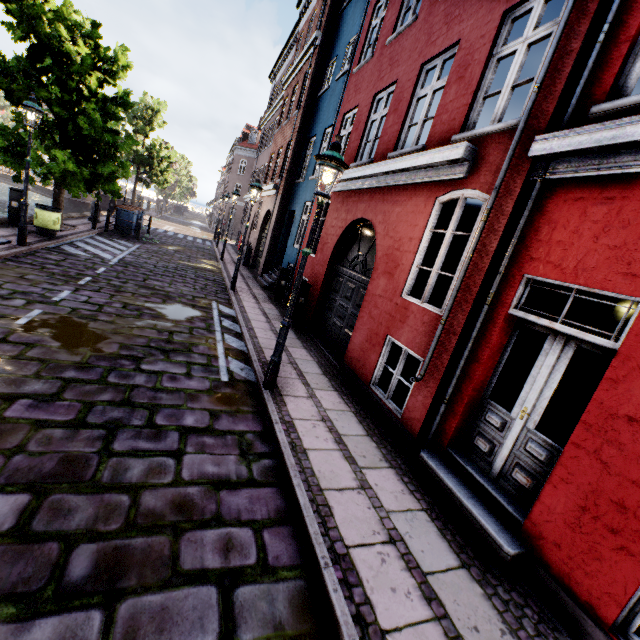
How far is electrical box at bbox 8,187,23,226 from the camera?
10.9m

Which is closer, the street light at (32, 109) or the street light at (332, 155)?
the street light at (332, 155)

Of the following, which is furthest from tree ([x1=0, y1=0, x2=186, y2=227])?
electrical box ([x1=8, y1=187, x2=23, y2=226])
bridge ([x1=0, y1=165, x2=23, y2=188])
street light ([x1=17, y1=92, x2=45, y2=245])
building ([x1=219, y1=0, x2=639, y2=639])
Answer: building ([x1=219, y1=0, x2=639, y2=639])

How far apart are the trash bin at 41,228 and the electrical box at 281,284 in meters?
7.7

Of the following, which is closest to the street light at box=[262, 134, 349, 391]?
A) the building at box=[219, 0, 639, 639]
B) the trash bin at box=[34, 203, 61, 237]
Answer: the building at box=[219, 0, 639, 639]

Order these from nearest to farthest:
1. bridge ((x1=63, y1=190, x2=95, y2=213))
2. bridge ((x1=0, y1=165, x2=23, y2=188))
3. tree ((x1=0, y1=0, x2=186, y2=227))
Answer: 1. tree ((x1=0, y1=0, x2=186, y2=227))
2. bridge ((x1=0, y1=165, x2=23, y2=188))
3. bridge ((x1=63, y1=190, x2=95, y2=213))

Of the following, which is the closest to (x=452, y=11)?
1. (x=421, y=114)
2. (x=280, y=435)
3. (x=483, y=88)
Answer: (x=421, y=114)

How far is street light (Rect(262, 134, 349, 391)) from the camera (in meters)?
4.41
